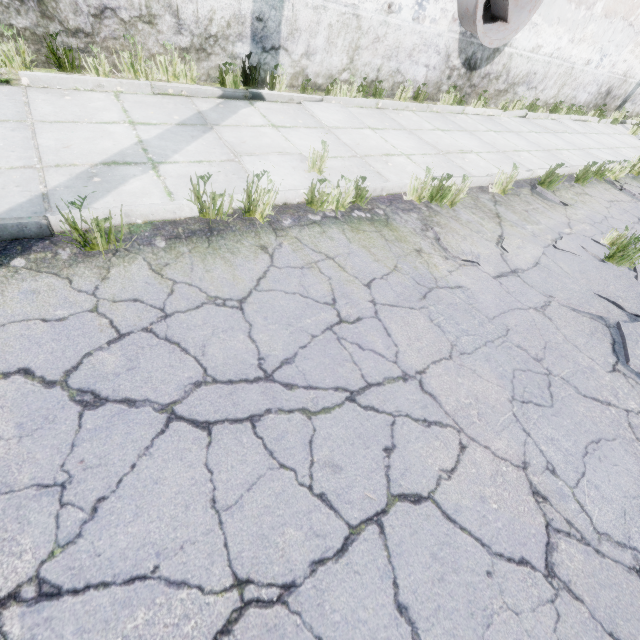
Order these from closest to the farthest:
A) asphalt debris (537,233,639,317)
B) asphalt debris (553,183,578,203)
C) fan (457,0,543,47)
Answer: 1. asphalt debris (537,233,639,317)
2. asphalt debris (553,183,578,203)
3. fan (457,0,543,47)

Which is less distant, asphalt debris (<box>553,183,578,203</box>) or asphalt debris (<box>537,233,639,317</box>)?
asphalt debris (<box>537,233,639,317</box>)

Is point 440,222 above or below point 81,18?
below

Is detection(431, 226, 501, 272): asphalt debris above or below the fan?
below

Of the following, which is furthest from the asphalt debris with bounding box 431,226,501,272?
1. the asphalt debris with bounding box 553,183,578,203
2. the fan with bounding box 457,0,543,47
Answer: the fan with bounding box 457,0,543,47

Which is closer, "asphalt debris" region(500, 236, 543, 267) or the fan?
"asphalt debris" region(500, 236, 543, 267)

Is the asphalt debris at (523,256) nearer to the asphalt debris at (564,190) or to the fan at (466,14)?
the asphalt debris at (564,190)
